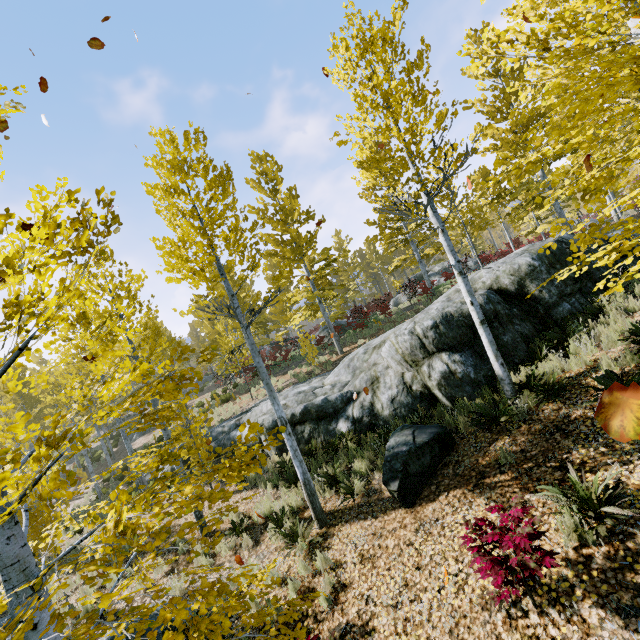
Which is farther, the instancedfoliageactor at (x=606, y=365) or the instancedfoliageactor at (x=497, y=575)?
the instancedfoliageactor at (x=606, y=365)

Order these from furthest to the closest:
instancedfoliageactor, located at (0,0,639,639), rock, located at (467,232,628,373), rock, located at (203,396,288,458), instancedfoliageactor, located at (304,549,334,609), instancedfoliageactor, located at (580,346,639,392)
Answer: rock, located at (203,396,288,458)
rock, located at (467,232,628,373)
instancedfoliageactor, located at (580,346,639,392)
instancedfoliageactor, located at (304,549,334,609)
instancedfoliageactor, located at (0,0,639,639)

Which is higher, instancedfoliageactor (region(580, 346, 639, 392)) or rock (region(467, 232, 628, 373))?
rock (region(467, 232, 628, 373))

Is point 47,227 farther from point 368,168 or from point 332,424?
point 332,424

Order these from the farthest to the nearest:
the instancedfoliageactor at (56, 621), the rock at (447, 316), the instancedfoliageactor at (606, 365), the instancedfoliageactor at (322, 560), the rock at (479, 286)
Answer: the rock at (479, 286) → the rock at (447, 316) → the instancedfoliageactor at (606, 365) → the instancedfoliageactor at (322, 560) → the instancedfoliageactor at (56, 621)

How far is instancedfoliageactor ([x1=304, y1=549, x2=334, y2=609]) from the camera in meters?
3.4

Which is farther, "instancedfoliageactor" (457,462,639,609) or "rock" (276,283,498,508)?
"rock" (276,283,498,508)
